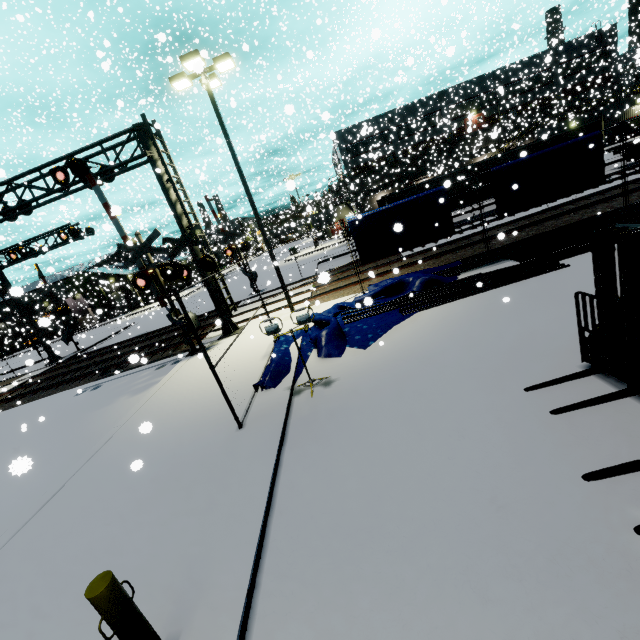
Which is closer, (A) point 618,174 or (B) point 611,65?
(A) point 618,174

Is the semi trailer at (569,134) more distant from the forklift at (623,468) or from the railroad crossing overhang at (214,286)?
the forklift at (623,468)

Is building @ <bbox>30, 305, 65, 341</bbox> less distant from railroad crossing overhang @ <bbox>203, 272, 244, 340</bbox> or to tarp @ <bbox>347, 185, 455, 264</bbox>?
tarp @ <bbox>347, 185, 455, 264</bbox>

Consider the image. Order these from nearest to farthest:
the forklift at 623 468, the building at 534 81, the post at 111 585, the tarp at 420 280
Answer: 1. the post at 111 585
2. the forklift at 623 468
3. the tarp at 420 280
4. the building at 534 81

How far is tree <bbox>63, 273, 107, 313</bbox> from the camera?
34.7 meters

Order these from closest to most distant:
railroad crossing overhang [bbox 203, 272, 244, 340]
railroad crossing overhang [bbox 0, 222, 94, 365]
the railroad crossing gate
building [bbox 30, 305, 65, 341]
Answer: the railroad crossing gate
railroad crossing overhang [bbox 203, 272, 244, 340]
building [bbox 30, 305, 65, 341]
railroad crossing overhang [bbox 0, 222, 94, 365]

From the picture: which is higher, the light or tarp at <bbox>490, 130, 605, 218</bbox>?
the light

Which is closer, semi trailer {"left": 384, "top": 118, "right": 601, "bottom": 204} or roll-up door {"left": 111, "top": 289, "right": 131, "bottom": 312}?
semi trailer {"left": 384, "top": 118, "right": 601, "bottom": 204}
